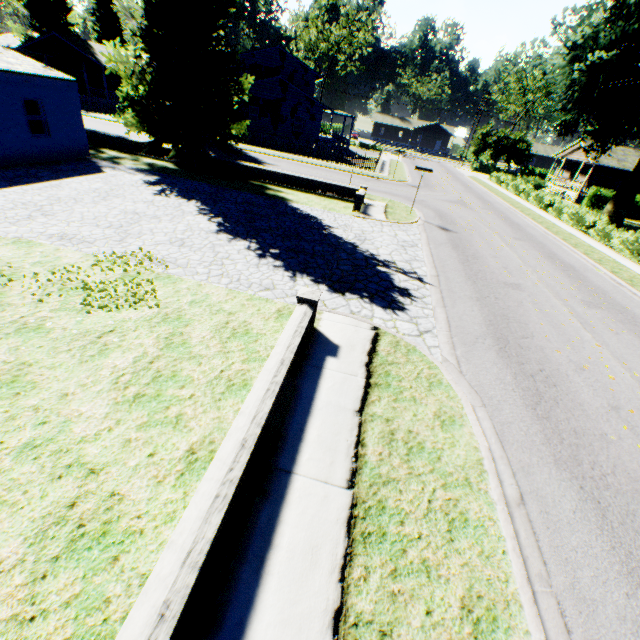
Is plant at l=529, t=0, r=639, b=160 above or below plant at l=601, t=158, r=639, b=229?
above

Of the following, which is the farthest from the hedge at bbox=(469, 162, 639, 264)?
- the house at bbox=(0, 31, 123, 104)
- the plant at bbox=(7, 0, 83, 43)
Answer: the house at bbox=(0, 31, 123, 104)

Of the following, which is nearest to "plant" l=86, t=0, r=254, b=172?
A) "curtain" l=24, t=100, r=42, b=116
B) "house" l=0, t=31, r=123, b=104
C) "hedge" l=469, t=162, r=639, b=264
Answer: "house" l=0, t=31, r=123, b=104

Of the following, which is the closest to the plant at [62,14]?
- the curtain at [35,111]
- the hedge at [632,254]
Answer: the hedge at [632,254]

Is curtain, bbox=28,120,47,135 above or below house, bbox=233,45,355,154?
below

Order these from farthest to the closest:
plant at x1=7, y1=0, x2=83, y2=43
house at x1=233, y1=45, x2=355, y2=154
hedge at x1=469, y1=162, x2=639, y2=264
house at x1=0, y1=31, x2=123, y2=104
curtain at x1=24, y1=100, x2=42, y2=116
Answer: plant at x1=7, y1=0, x2=83, y2=43 → house at x1=0, y1=31, x2=123, y2=104 → house at x1=233, y1=45, x2=355, y2=154 → hedge at x1=469, y1=162, x2=639, y2=264 → curtain at x1=24, y1=100, x2=42, y2=116

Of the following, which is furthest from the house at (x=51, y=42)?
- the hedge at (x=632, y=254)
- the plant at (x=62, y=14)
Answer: the hedge at (x=632, y=254)

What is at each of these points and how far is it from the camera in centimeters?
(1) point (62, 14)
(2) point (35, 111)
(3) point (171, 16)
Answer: (1) plant, 4375cm
(2) curtain, 1464cm
(3) plant, 1414cm
